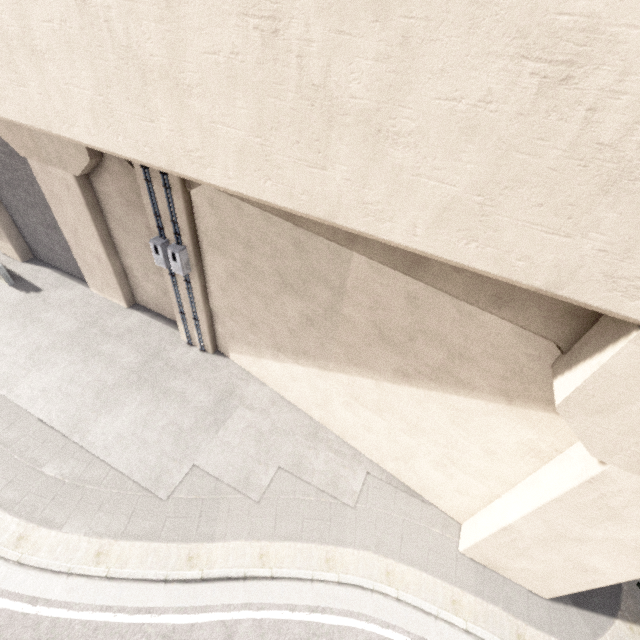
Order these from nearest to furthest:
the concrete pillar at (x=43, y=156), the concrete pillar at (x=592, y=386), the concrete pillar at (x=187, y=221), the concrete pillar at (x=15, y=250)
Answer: the concrete pillar at (x=592, y=386)
the concrete pillar at (x=187, y=221)
the concrete pillar at (x=43, y=156)
the concrete pillar at (x=15, y=250)

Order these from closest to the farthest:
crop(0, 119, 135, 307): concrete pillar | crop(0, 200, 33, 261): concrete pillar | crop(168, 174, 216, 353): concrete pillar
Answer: crop(168, 174, 216, 353): concrete pillar → crop(0, 119, 135, 307): concrete pillar → crop(0, 200, 33, 261): concrete pillar

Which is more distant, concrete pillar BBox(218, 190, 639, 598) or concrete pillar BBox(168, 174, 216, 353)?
concrete pillar BBox(168, 174, 216, 353)

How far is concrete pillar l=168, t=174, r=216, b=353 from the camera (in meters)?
7.30

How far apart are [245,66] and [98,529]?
9.4m

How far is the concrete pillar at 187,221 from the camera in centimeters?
730cm

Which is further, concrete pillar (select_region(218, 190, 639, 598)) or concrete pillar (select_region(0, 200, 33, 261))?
concrete pillar (select_region(0, 200, 33, 261))
